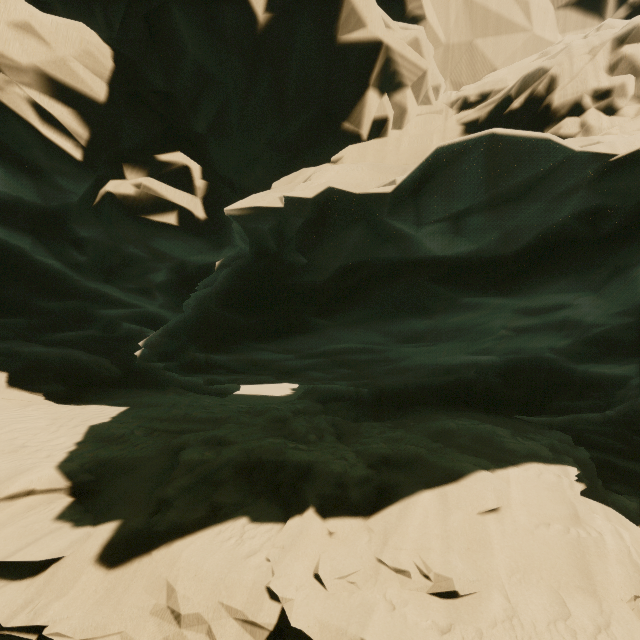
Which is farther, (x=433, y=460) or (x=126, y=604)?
(x=433, y=460)
